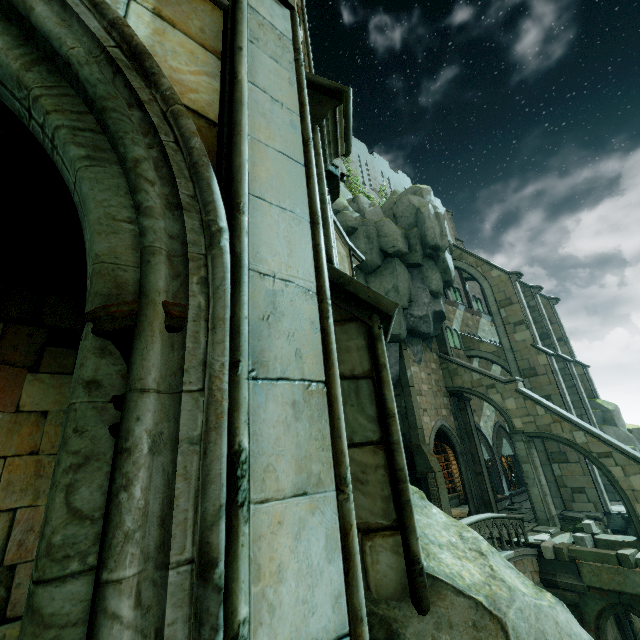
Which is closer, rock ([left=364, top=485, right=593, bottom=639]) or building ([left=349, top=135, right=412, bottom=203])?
rock ([left=364, top=485, right=593, bottom=639])

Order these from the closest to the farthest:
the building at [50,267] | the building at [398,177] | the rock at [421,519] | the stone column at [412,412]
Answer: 1. the rock at [421,519]
2. the building at [50,267]
3. the stone column at [412,412]
4. the building at [398,177]

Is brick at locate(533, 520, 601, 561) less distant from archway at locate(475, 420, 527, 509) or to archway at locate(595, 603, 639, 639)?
archway at locate(595, 603, 639, 639)

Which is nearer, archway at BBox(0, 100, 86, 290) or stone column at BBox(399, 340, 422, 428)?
archway at BBox(0, 100, 86, 290)

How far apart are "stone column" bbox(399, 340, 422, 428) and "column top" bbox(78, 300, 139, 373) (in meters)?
19.34

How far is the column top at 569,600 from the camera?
12.09m

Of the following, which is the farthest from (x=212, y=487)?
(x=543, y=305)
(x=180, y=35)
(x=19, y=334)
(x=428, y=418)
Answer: (x=543, y=305)

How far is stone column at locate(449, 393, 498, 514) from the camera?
19.2m
